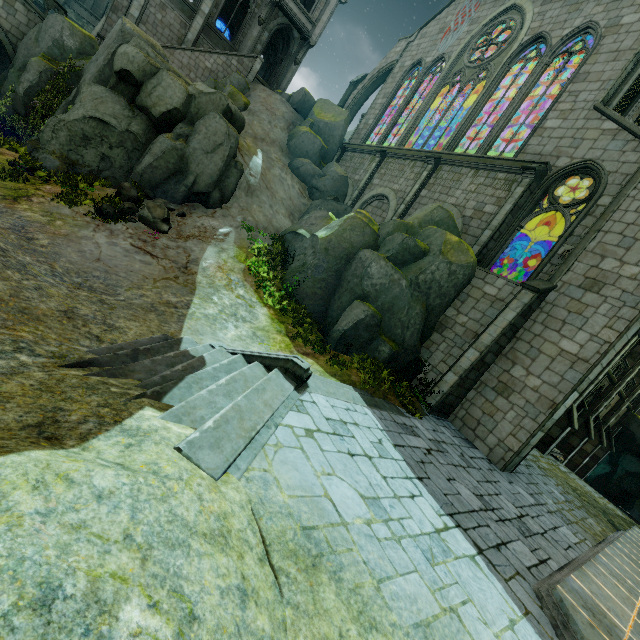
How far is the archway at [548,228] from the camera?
15.3 meters

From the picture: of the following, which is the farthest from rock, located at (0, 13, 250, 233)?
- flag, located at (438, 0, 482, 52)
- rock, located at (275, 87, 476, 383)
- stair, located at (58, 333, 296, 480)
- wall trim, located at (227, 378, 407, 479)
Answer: flag, located at (438, 0, 482, 52)

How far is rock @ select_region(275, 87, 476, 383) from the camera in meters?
12.1 m

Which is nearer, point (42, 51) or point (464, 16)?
point (42, 51)

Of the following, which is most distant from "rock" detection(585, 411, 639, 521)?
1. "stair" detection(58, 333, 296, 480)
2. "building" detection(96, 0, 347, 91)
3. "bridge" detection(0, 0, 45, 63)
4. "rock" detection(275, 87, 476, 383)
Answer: "bridge" detection(0, 0, 45, 63)

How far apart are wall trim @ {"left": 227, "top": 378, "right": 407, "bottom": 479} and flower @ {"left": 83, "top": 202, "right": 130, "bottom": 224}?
9.3m

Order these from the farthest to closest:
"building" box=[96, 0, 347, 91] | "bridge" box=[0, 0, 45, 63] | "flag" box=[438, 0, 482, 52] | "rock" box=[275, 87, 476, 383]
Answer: "building" box=[96, 0, 347, 91] → "flag" box=[438, 0, 482, 52] → "bridge" box=[0, 0, 45, 63] → "rock" box=[275, 87, 476, 383]
